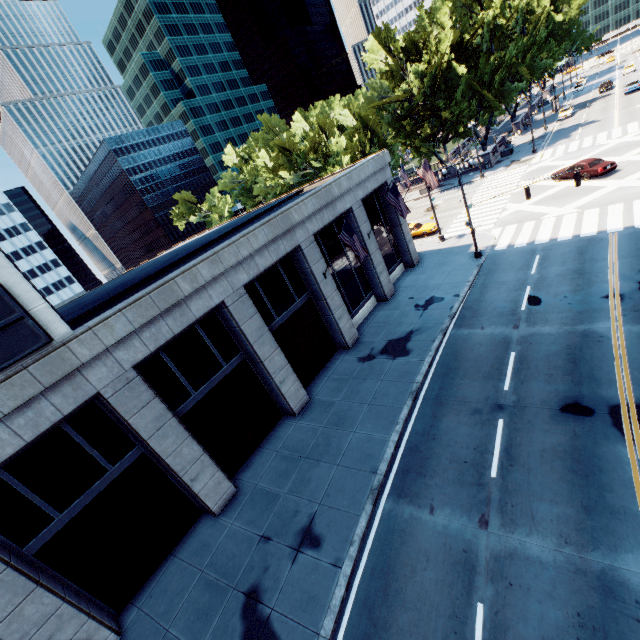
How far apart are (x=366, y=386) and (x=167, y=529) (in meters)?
11.29

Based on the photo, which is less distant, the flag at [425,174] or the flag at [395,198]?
the flag at [395,198]

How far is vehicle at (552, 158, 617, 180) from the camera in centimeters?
2742cm

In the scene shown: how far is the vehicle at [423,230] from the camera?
33.8 meters

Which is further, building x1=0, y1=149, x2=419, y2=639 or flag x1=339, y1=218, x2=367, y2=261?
flag x1=339, y1=218, x2=367, y2=261

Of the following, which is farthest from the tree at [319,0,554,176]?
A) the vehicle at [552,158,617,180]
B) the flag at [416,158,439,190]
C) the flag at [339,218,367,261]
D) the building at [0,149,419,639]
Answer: the flag at [339,218,367,261]

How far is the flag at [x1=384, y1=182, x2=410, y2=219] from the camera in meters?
20.3
